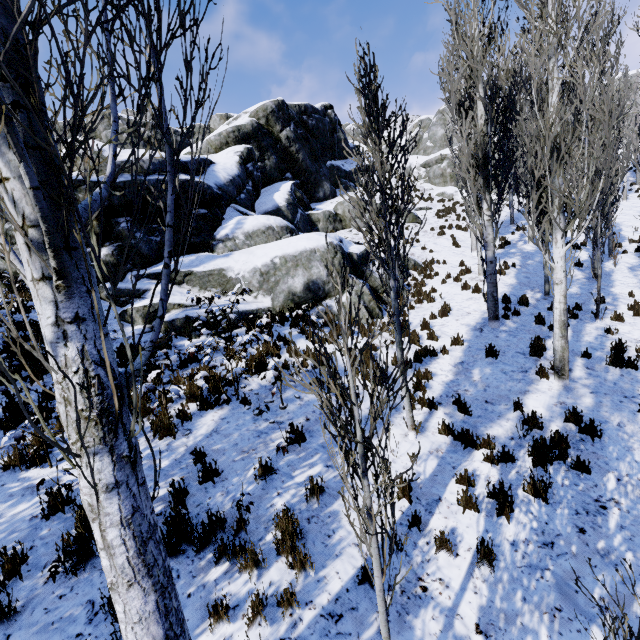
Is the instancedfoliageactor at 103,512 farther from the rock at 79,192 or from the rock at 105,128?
the rock at 105,128

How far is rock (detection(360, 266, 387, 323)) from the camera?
11.13m

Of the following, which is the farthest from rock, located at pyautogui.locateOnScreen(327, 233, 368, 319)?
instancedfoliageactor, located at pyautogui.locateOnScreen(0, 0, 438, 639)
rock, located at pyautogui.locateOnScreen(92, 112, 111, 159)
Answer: rock, located at pyautogui.locateOnScreen(92, 112, 111, 159)

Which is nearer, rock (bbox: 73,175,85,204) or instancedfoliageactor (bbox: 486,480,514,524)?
instancedfoliageactor (bbox: 486,480,514,524)

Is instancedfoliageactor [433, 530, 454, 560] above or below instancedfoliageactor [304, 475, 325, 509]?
below

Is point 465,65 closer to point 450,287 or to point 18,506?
point 450,287

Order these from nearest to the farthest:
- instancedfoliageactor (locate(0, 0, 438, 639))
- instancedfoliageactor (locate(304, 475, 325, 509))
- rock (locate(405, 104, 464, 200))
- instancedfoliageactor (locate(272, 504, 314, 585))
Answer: instancedfoliageactor (locate(0, 0, 438, 639))
instancedfoliageactor (locate(272, 504, 314, 585))
instancedfoliageactor (locate(304, 475, 325, 509))
rock (locate(405, 104, 464, 200))

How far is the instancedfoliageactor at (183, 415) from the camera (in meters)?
5.93
